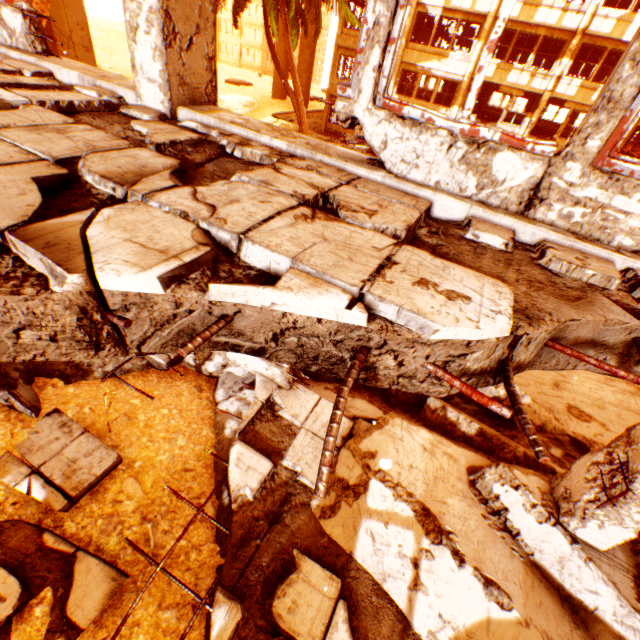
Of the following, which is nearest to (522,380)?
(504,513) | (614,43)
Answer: (504,513)

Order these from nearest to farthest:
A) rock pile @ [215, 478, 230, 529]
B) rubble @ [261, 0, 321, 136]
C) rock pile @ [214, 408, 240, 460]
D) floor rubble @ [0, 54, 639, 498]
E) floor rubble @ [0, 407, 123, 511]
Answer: floor rubble @ [0, 54, 639, 498]
floor rubble @ [0, 407, 123, 511]
rock pile @ [215, 478, 230, 529]
rock pile @ [214, 408, 240, 460]
rubble @ [261, 0, 321, 136]

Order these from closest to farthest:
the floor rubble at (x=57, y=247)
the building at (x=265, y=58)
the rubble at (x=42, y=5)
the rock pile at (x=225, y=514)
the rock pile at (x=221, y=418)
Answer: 1. the floor rubble at (x=57, y=247)
2. the rock pile at (x=225, y=514)
3. the rock pile at (x=221, y=418)
4. the rubble at (x=42, y=5)
5. the building at (x=265, y=58)

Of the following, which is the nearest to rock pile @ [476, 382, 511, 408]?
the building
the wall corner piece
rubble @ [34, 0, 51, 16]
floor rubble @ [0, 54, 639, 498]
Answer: rubble @ [34, 0, 51, 16]

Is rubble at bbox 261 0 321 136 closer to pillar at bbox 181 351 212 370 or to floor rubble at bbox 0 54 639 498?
pillar at bbox 181 351 212 370

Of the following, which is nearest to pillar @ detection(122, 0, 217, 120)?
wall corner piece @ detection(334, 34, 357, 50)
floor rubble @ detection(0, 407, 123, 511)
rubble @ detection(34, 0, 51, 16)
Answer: floor rubble @ detection(0, 407, 123, 511)

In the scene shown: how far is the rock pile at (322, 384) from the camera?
4.9 meters

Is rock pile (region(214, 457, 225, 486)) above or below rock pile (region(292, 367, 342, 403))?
below
